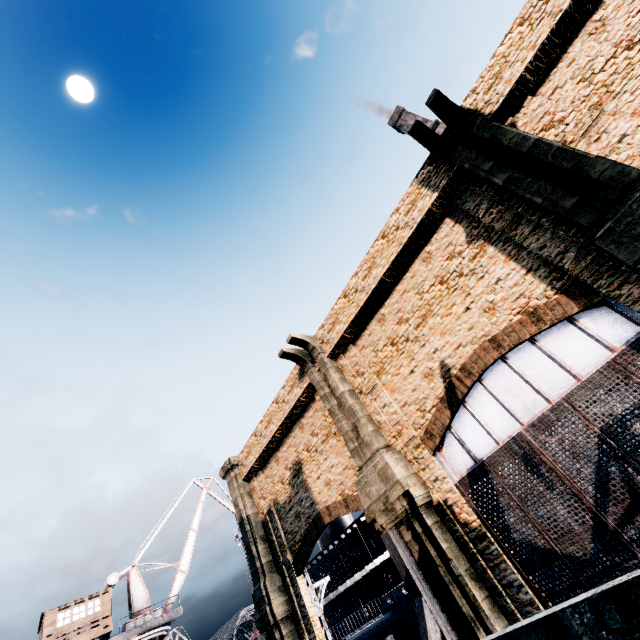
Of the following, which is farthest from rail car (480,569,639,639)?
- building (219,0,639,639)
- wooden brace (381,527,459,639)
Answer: building (219,0,639,639)

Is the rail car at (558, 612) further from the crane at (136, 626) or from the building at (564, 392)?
the crane at (136, 626)

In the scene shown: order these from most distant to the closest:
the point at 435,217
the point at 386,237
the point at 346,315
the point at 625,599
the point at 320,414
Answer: the point at 320,414 → the point at 346,315 → the point at 386,237 → the point at 435,217 → the point at 625,599

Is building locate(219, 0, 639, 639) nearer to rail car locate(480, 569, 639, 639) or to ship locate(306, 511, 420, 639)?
rail car locate(480, 569, 639, 639)

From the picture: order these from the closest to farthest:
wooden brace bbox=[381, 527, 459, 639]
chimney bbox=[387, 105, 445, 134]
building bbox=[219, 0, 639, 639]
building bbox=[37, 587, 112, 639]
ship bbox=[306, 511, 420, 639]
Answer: building bbox=[219, 0, 639, 639]
wooden brace bbox=[381, 527, 459, 639]
ship bbox=[306, 511, 420, 639]
building bbox=[37, 587, 112, 639]
chimney bbox=[387, 105, 445, 134]

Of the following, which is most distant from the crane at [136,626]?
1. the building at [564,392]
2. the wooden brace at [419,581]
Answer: the wooden brace at [419,581]

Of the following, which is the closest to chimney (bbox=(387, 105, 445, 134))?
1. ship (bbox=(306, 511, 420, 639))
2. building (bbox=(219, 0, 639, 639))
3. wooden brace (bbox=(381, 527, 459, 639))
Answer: building (bbox=(219, 0, 639, 639))

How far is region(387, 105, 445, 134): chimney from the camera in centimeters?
5134cm
